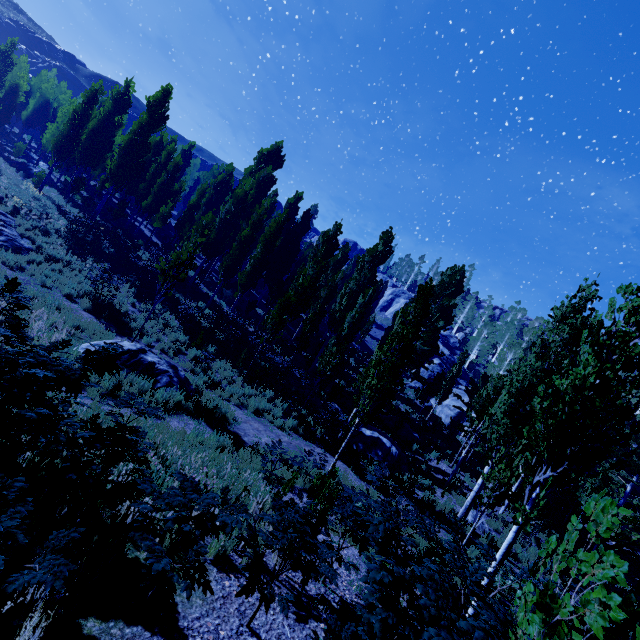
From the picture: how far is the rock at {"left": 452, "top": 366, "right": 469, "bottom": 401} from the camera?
35.4m

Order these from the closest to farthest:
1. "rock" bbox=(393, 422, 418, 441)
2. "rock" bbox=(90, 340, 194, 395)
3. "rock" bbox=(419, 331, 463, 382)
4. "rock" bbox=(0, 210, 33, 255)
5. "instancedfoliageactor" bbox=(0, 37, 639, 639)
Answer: "instancedfoliageactor" bbox=(0, 37, 639, 639), "rock" bbox=(90, 340, 194, 395), "rock" bbox=(0, 210, 33, 255), "rock" bbox=(393, 422, 418, 441), "rock" bbox=(419, 331, 463, 382)

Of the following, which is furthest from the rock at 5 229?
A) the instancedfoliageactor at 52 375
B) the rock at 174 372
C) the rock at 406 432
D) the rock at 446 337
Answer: the rock at 446 337

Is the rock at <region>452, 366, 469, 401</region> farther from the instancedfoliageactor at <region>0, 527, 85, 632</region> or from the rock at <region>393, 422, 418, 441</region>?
the rock at <region>393, 422, 418, 441</region>

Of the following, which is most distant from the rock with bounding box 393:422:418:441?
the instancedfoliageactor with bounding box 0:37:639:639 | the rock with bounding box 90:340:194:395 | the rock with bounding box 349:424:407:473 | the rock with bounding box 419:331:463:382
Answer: the rock with bounding box 90:340:194:395

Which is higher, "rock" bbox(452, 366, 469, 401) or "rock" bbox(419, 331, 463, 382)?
"rock" bbox(419, 331, 463, 382)

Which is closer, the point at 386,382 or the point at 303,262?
the point at 386,382

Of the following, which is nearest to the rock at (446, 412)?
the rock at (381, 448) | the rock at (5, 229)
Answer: the rock at (381, 448)
